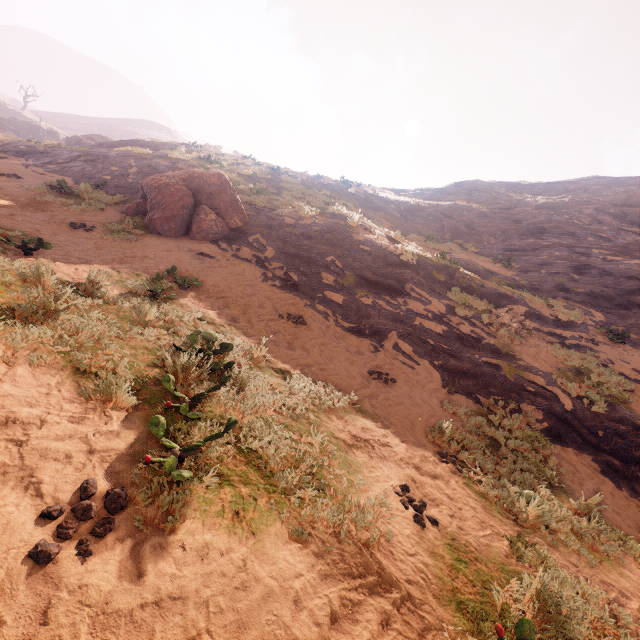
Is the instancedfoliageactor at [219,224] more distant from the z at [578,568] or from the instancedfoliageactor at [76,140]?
the instancedfoliageactor at [76,140]

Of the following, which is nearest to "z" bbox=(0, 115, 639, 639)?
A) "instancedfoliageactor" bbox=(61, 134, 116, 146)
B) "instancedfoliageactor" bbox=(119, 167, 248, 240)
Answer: "instancedfoliageactor" bbox=(119, 167, 248, 240)

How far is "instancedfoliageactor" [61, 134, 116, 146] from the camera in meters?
31.7

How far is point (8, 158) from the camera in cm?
1559

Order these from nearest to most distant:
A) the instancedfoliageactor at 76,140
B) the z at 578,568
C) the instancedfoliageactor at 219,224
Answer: the z at 578,568
the instancedfoliageactor at 219,224
the instancedfoliageactor at 76,140

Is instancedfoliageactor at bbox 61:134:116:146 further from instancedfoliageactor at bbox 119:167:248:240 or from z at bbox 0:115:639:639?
instancedfoliageactor at bbox 119:167:248:240

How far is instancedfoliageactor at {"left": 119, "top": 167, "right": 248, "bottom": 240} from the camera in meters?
11.0

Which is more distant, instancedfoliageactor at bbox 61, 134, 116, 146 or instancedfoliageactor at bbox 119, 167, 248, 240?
instancedfoliageactor at bbox 61, 134, 116, 146
